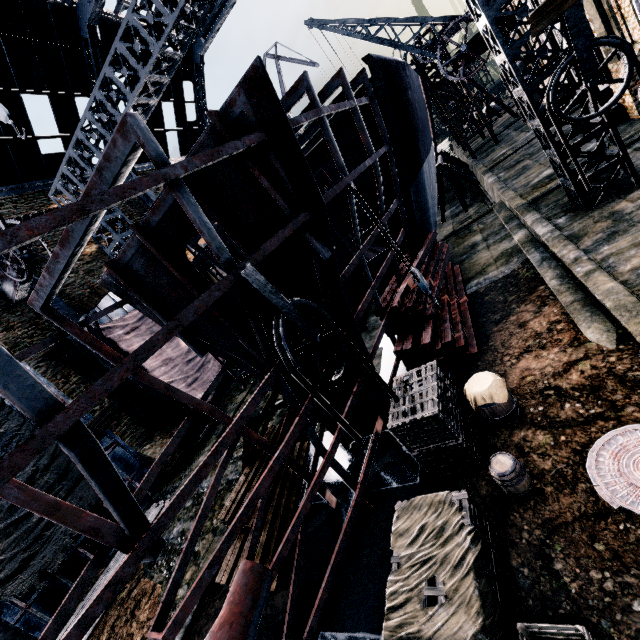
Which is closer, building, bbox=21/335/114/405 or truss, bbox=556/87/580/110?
truss, bbox=556/87/580/110

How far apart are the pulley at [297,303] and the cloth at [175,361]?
16.16m

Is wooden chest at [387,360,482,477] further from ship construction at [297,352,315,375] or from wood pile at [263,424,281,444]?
wood pile at [263,424,281,444]

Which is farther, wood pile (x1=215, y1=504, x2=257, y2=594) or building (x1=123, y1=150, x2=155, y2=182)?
building (x1=123, y1=150, x2=155, y2=182)

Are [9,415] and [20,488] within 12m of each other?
no

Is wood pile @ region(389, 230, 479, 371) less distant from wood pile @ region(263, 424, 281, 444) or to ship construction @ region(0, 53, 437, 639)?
ship construction @ region(0, 53, 437, 639)

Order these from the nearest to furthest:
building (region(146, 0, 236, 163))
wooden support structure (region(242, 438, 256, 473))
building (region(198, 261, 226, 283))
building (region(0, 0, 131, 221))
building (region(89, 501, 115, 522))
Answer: wooden support structure (region(242, 438, 256, 473))
building (region(89, 501, 115, 522))
building (region(0, 0, 131, 221))
building (region(198, 261, 226, 283))
building (region(146, 0, 236, 163))

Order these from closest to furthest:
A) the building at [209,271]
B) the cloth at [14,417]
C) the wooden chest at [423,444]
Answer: the wooden chest at [423,444] → the cloth at [14,417] → the building at [209,271]
